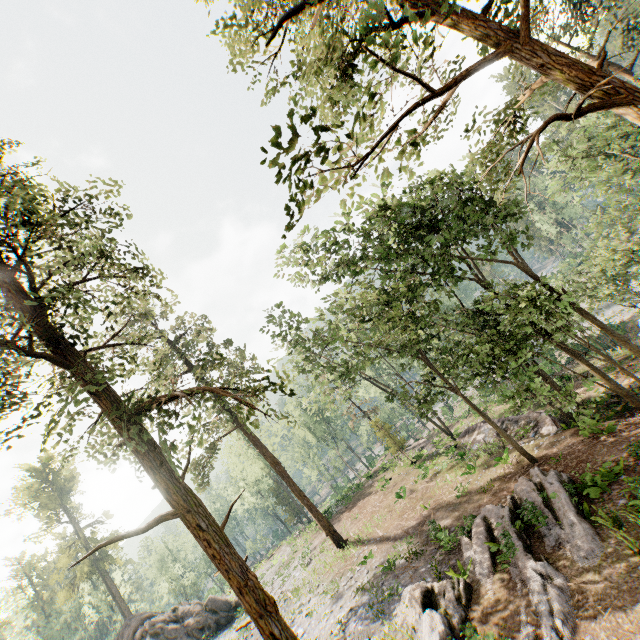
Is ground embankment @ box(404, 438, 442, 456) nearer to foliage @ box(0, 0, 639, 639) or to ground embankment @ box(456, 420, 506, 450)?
foliage @ box(0, 0, 639, 639)

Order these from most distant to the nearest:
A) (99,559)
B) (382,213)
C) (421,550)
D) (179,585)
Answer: (179,585), (99,559), (421,550), (382,213)

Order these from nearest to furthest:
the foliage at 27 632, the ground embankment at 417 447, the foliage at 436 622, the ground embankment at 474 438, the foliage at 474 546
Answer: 1. the foliage at 474 546
2. the foliage at 436 622
3. the ground embankment at 474 438
4. the ground embankment at 417 447
5. the foliage at 27 632

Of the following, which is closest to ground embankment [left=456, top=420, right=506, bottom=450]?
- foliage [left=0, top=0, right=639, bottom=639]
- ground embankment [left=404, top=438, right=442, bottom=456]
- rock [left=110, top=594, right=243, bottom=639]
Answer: foliage [left=0, top=0, right=639, bottom=639]

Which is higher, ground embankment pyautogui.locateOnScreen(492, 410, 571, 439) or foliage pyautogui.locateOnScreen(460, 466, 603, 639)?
foliage pyautogui.locateOnScreen(460, 466, 603, 639)

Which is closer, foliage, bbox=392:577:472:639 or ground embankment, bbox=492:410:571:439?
foliage, bbox=392:577:472:639

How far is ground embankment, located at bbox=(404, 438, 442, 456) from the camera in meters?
32.7

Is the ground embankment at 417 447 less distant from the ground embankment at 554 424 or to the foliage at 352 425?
the foliage at 352 425
